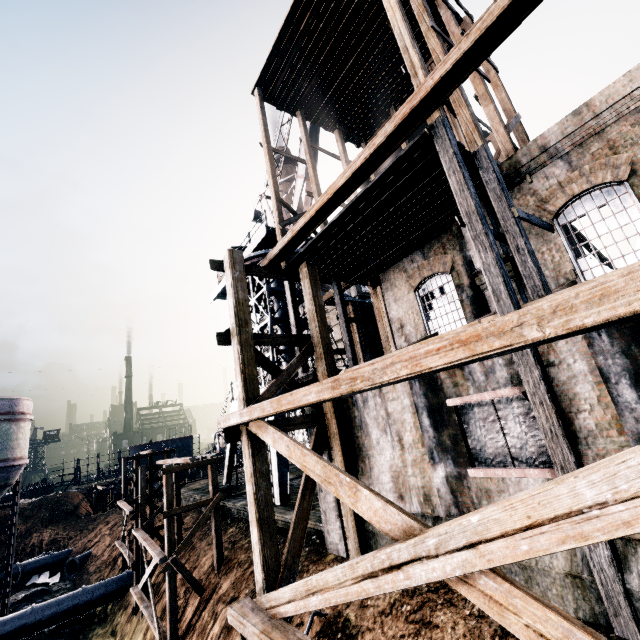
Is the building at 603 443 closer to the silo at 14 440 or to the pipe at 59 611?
the silo at 14 440

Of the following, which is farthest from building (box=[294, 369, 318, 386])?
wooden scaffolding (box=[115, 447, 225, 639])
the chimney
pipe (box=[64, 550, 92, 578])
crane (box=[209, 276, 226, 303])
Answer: pipe (box=[64, 550, 92, 578])

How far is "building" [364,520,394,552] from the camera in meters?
9.6 m

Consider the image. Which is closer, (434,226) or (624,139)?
(624,139)

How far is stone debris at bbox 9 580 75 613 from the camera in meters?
29.4

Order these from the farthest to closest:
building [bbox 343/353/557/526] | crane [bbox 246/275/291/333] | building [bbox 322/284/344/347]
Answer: crane [bbox 246/275/291/333], building [bbox 322/284/344/347], building [bbox 343/353/557/526]

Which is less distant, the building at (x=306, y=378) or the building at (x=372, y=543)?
the building at (x=372, y=543)

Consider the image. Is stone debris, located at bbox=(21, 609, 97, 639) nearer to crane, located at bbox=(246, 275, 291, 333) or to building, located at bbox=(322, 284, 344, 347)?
building, located at bbox=(322, 284, 344, 347)
